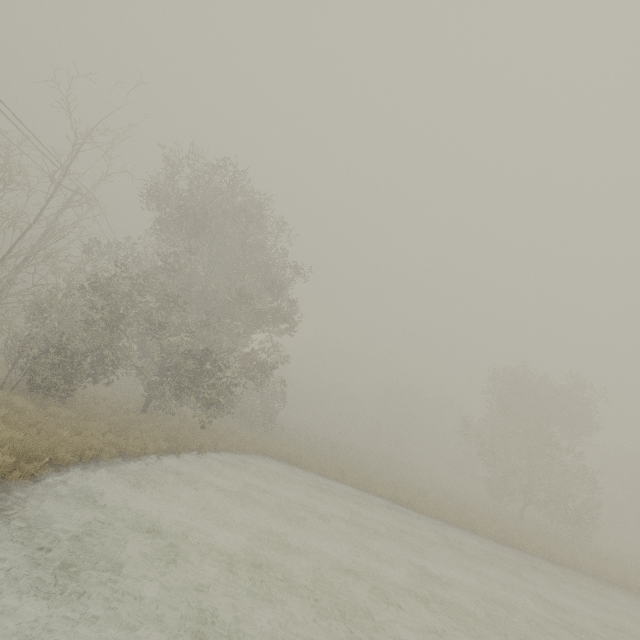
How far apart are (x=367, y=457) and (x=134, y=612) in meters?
36.4
